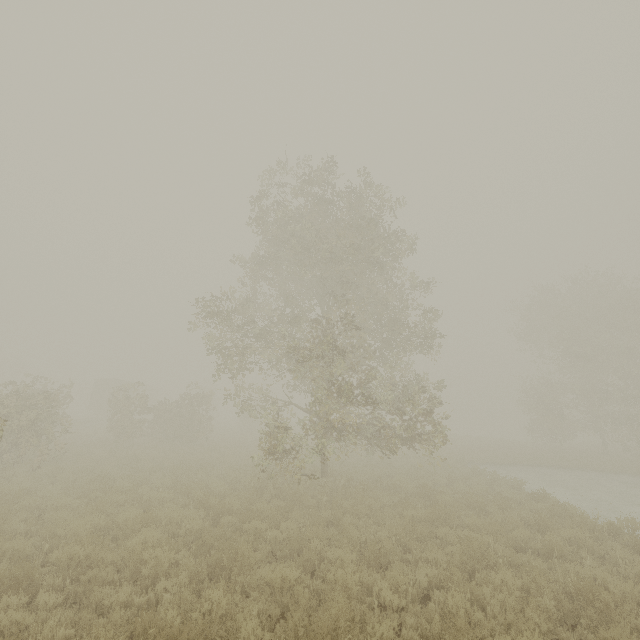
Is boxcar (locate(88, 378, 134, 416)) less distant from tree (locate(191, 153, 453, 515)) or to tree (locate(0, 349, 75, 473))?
tree (locate(0, 349, 75, 473))

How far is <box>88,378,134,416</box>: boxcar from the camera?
39.7m

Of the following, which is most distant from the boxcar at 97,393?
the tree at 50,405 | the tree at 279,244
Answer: the tree at 279,244

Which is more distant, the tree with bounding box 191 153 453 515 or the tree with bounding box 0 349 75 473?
the tree with bounding box 0 349 75 473

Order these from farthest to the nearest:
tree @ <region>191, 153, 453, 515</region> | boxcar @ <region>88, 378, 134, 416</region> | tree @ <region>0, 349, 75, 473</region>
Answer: boxcar @ <region>88, 378, 134, 416</region> → tree @ <region>0, 349, 75, 473</region> → tree @ <region>191, 153, 453, 515</region>

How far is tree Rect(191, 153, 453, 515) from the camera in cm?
1164

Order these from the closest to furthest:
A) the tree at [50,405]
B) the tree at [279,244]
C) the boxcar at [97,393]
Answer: the tree at [279,244]
the tree at [50,405]
the boxcar at [97,393]

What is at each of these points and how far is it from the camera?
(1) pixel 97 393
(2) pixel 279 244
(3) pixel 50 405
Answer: →
(1) boxcar, 40.1 meters
(2) tree, 17.0 meters
(3) tree, 16.3 meters
